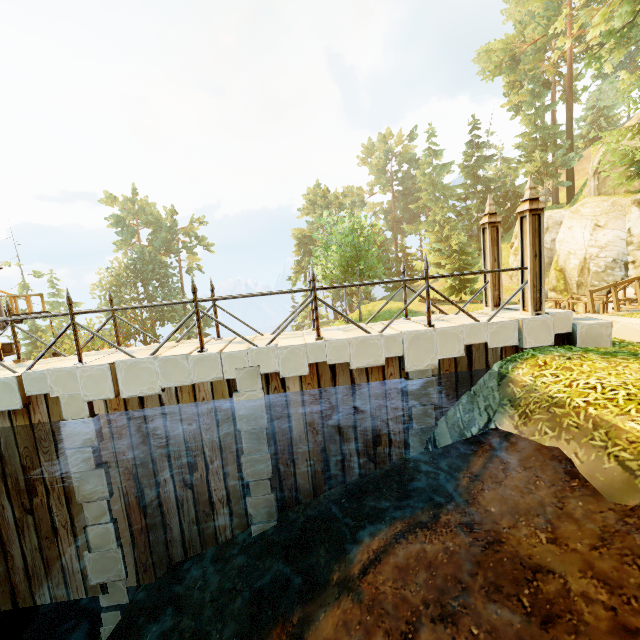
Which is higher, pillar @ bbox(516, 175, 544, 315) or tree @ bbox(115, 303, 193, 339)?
pillar @ bbox(516, 175, 544, 315)

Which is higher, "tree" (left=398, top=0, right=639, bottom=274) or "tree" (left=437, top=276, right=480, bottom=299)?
"tree" (left=398, top=0, right=639, bottom=274)

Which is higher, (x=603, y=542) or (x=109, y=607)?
(x=603, y=542)

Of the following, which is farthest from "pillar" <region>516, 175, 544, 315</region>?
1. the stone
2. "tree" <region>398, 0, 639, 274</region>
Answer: "tree" <region>398, 0, 639, 274</region>

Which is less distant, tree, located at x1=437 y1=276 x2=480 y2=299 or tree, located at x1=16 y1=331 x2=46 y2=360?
tree, located at x1=437 y1=276 x2=480 y2=299

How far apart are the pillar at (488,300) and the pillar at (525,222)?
0.96m

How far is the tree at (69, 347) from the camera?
29.50m
